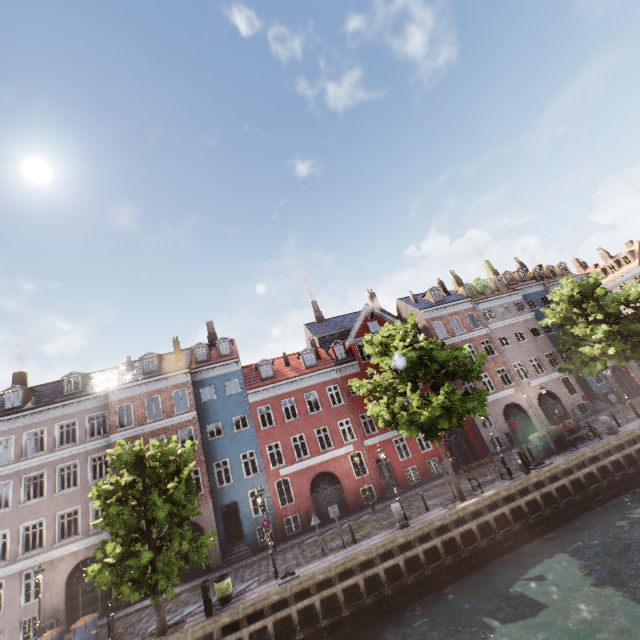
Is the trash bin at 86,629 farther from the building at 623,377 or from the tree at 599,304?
the building at 623,377

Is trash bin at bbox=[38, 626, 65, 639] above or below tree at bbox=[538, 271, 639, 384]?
below

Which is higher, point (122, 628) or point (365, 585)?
point (122, 628)

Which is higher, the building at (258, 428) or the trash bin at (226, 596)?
the building at (258, 428)

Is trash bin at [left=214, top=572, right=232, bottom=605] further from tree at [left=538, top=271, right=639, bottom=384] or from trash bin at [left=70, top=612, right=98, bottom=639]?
trash bin at [left=70, top=612, right=98, bottom=639]

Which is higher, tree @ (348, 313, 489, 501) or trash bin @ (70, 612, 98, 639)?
tree @ (348, 313, 489, 501)

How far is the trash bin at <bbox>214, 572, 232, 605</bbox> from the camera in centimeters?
1415cm

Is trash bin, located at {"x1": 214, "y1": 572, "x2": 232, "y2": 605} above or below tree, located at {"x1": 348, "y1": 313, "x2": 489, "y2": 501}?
below
